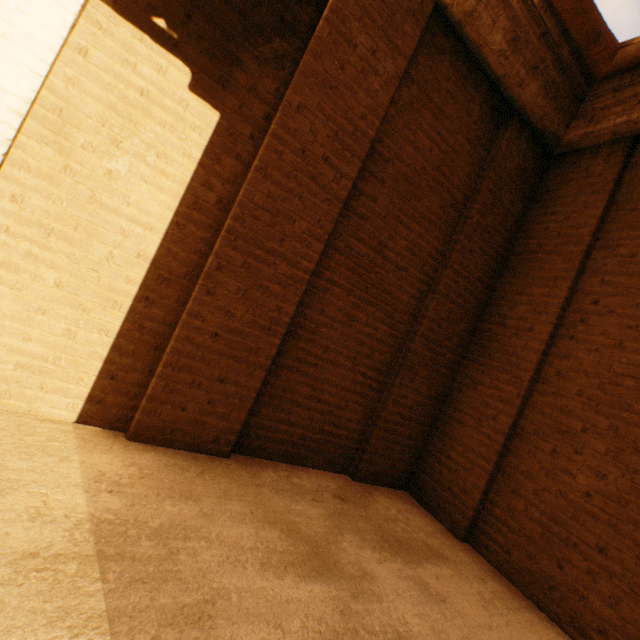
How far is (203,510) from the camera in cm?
187
